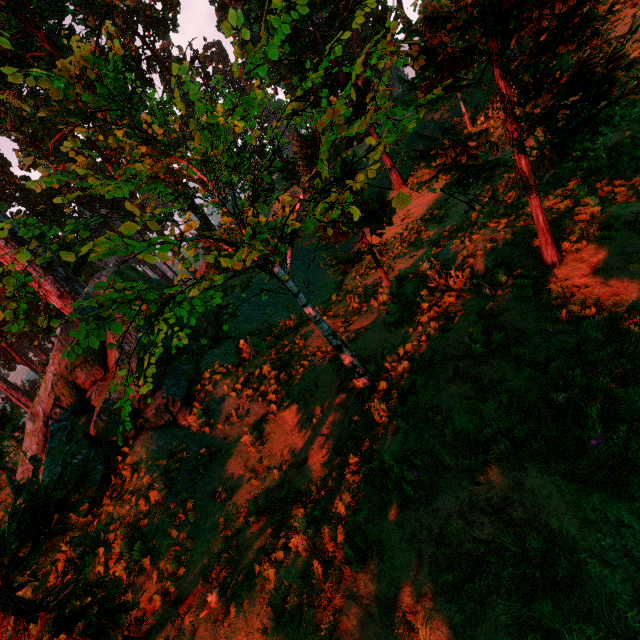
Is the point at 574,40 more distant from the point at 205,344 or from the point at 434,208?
the point at 434,208
